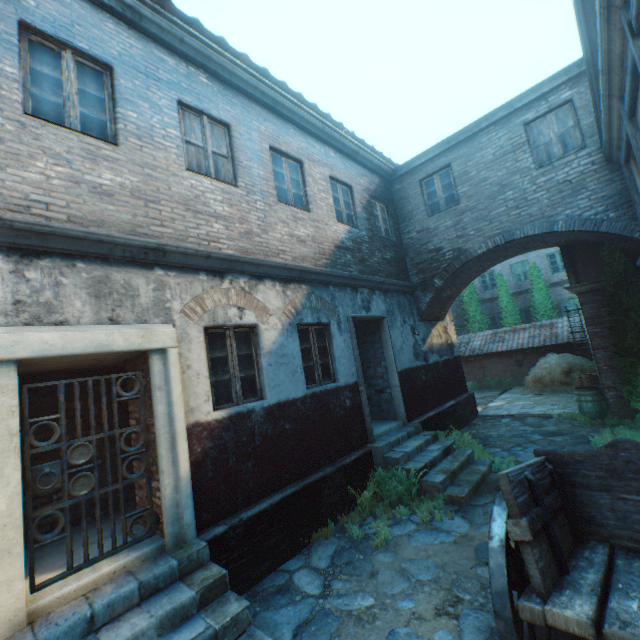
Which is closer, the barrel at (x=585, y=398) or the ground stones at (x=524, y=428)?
the ground stones at (x=524, y=428)

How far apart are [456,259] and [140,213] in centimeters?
844cm

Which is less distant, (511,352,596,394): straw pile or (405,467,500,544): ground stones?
(405,467,500,544): ground stones

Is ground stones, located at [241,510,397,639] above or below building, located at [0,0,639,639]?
below

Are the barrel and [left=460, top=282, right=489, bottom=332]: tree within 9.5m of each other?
no

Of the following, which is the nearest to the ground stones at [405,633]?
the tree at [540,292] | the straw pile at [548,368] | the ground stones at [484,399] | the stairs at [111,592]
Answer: the stairs at [111,592]

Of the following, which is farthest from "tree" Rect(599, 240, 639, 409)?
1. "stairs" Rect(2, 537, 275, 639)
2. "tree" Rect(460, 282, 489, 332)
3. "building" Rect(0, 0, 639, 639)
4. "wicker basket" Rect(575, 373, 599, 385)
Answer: "tree" Rect(460, 282, 489, 332)

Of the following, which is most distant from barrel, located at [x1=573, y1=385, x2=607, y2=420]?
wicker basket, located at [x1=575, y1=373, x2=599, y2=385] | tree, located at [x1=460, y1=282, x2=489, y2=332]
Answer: tree, located at [x1=460, y1=282, x2=489, y2=332]
